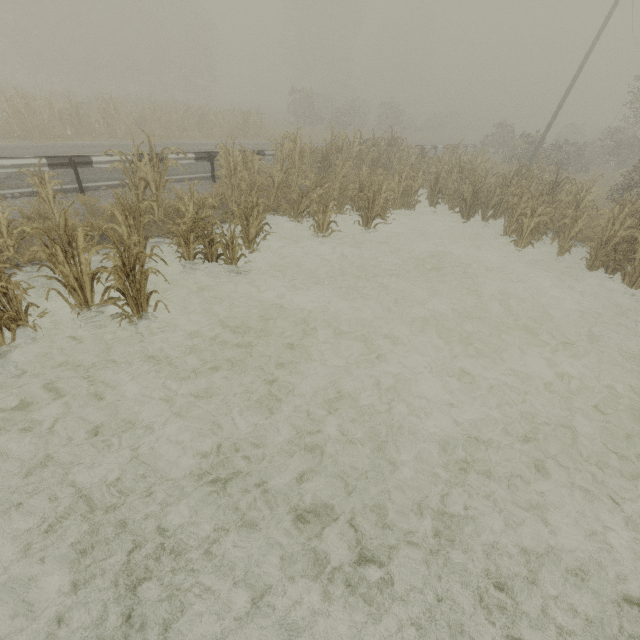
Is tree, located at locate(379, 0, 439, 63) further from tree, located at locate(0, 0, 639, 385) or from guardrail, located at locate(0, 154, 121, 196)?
guardrail, located at locate(0, 154, 121, 196)

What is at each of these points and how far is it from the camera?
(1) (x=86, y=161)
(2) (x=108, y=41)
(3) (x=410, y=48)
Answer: (1) guardrail, 8.5m
(2) tree, 36.4m
(3) tree, 59.7m

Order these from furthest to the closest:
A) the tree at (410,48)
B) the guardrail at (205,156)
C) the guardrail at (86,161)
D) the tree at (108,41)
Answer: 1. the tree at (410,48)
2. the guardrail at (205,156)
3. the guardrail at (86,161)
4. the tree at (108,41)

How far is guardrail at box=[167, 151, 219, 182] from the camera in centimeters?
1014cm

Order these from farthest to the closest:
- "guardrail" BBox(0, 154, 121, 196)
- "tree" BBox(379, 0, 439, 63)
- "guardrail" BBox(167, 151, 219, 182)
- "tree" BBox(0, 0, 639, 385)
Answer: "tree" BBox(379, 0, 439, 63), "guardrail" BBox(167, 151, 219, 182), "guardrail" BBox(0, 154, 121, 196), "tree" BBox(0, 0, 639, 385)

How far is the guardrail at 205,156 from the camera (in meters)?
10.14

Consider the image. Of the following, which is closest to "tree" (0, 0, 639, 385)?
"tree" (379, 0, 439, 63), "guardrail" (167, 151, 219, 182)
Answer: "guardrail" (167, 151, 219, 182)
